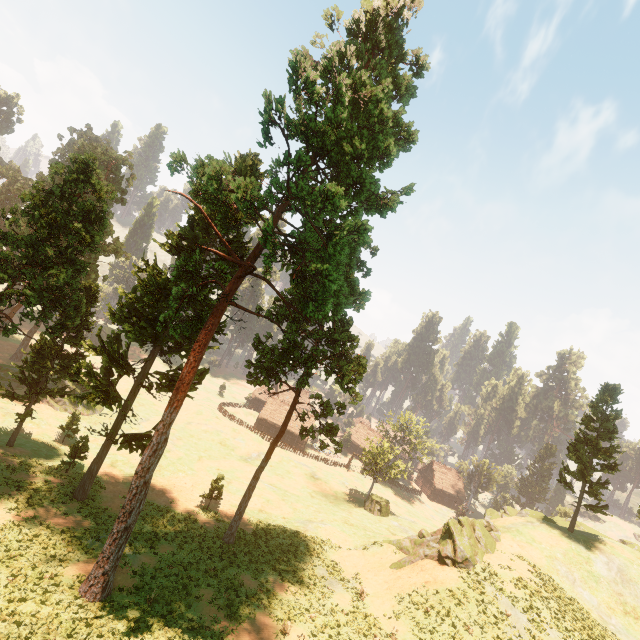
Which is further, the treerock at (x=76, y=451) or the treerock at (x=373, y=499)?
the treerock at (x=373, y=499)

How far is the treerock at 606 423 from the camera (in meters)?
33.09

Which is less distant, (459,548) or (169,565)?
(169,565)

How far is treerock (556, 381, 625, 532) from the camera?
33.1 meters

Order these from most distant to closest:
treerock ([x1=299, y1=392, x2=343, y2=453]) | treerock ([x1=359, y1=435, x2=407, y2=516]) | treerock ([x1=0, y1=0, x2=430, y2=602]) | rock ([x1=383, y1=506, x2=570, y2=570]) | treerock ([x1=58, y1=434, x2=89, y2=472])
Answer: treerock ([x1=359, y1=435, x2=407, y2=516])
treerock ([x1=58, y1=434, x2=89, y2=472])
treerock ([x1=299, y1=392, x2=343, y2=453])
rock ([x1=383, y1=506, x2=570, y2=570])
treerock ([x1=0, y1=0, x2=430, y2=602])

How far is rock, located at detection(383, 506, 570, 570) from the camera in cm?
2586

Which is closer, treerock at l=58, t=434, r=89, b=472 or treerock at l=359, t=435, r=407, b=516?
treerock at l=58, t=434, r=89, b=472
